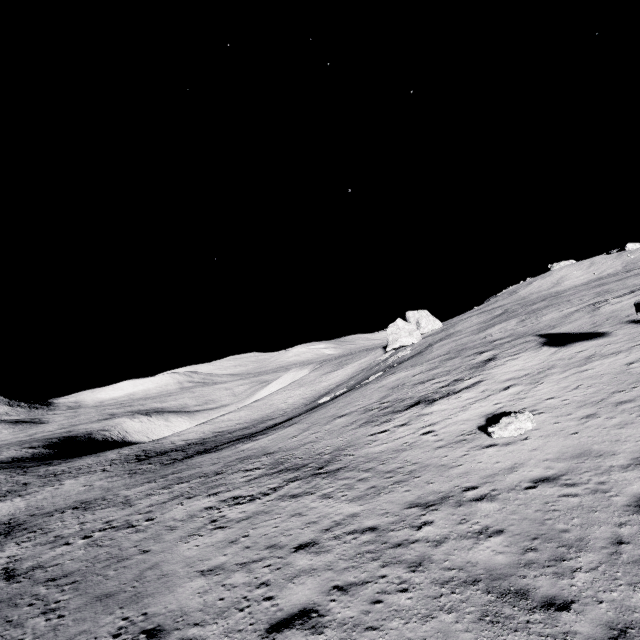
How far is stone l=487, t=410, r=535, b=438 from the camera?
13.5 meters

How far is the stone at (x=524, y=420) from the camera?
13.5m

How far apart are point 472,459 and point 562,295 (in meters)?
42.70
